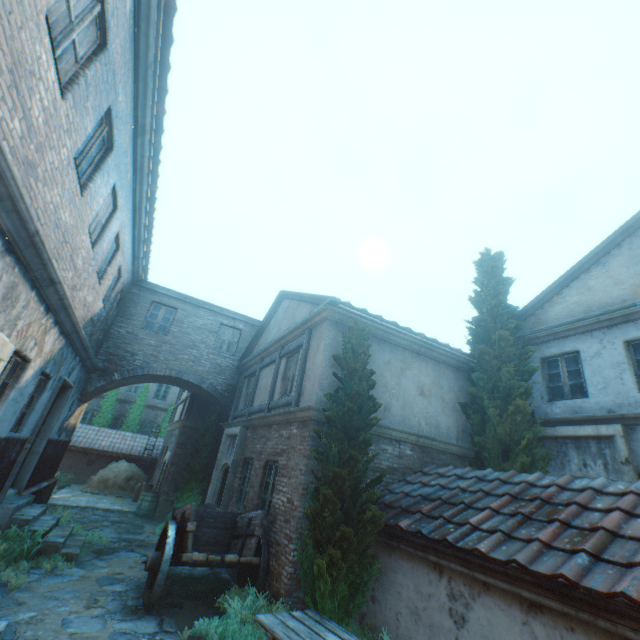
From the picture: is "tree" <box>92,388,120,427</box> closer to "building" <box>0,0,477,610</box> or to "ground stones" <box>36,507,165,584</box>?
"building" <box>0,0,477,610</box>

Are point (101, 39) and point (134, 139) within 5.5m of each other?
yes

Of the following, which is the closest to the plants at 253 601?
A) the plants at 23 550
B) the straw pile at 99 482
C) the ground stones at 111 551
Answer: the ground stones at 111 551

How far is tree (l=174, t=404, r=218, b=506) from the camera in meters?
12.9

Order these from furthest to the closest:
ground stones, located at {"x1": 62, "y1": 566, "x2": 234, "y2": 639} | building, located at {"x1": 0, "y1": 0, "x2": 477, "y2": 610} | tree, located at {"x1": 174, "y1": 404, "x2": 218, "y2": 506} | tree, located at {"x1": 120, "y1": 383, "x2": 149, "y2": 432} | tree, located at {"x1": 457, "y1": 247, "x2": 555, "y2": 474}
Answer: tree, located at {"x1": 120, "y1": 383, "x2": 149, "y2": 432}
tree, located at {"x1": 174, "y1": 404, "x2": 218, "y2": 506}
tree, located at {"x1": 457, "y1": 247, "x2": 555, "y2": 474}
ground stones, located at {"x1": 62, "y1": 566, "x2": 234, "y2": 639}
building, located at {"x1": 0, "y1": 0, "x2": 477, "y2": 610}

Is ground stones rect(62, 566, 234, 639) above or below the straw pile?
below

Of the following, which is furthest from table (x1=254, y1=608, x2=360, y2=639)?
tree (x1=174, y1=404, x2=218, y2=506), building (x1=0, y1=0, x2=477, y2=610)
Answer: tree (x1=174, y1=404, x2=218, y2=506)

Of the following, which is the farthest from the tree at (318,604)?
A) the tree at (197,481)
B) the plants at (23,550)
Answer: the tree at (197,481)
